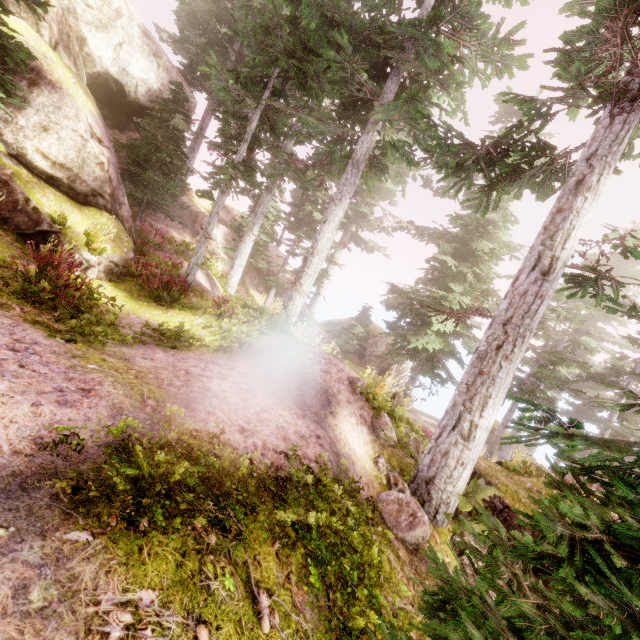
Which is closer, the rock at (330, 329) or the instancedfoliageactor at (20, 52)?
the instancedfoliageactor at (20, 52)

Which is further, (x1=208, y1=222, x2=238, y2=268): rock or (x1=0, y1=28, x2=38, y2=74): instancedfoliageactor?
(x1=208, y1=222, x2=238, y2=268): rock

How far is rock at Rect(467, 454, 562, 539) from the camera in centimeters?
706cm

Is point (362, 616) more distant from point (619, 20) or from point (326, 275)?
point (326, 275)

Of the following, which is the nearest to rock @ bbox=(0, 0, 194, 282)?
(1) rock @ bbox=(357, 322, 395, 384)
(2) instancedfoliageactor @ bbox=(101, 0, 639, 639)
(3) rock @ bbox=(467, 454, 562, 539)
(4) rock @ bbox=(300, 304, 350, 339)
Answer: (2) instancedfoliageactor @ bbox=(101, 0, 639, 639)

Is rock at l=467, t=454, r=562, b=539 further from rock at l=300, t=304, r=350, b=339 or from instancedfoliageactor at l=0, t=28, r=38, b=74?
rock at l=300, t=304, r=350, b=339

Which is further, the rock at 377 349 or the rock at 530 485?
the rock at 377 349

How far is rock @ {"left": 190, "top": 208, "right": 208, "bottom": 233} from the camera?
20.4 meters
